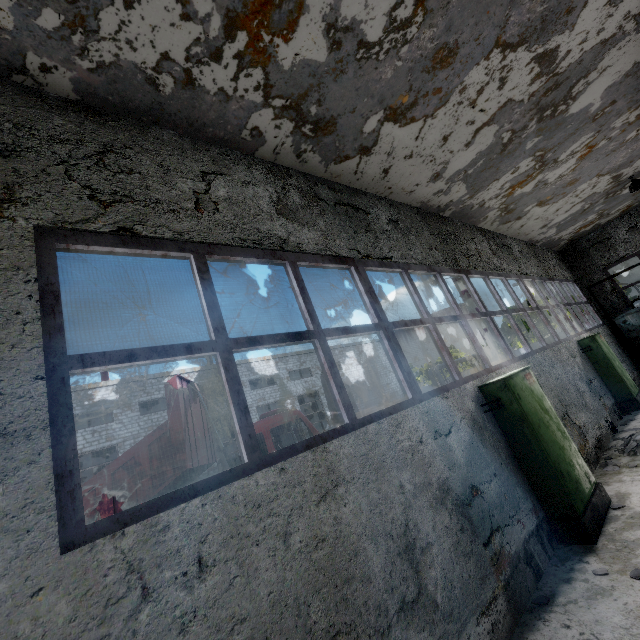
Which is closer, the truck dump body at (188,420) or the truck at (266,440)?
the truck dump body at (188,420)

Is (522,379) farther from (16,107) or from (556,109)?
(16,107)

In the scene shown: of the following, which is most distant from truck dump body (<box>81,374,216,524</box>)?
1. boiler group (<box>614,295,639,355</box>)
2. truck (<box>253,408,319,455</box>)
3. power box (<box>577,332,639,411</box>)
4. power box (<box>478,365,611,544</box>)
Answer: boiler group (<box>614,295,639,355</box>)

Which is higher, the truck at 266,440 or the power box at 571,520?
the truck at 266,440

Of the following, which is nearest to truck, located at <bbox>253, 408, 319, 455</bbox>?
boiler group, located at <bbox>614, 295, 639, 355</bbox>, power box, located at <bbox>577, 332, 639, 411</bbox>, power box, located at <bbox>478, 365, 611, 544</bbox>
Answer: power box, located at <bbox>478, 365, 611, 544</bbox>

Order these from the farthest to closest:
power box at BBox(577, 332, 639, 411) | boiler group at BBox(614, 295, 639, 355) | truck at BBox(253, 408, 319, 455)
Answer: boiler group at BBox(614, 295, 639, 355) → power box at BBox(577, 332, 639, 411) → truck at BBox(253, 408, 319, 455)

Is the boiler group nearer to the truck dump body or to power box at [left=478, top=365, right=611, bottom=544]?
power box at [left=478, top=365, right=611, bottom=544]

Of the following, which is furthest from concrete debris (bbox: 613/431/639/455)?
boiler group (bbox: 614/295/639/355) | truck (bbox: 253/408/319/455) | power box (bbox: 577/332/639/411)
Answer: boiler group (bbox: 614/295/639/355)
